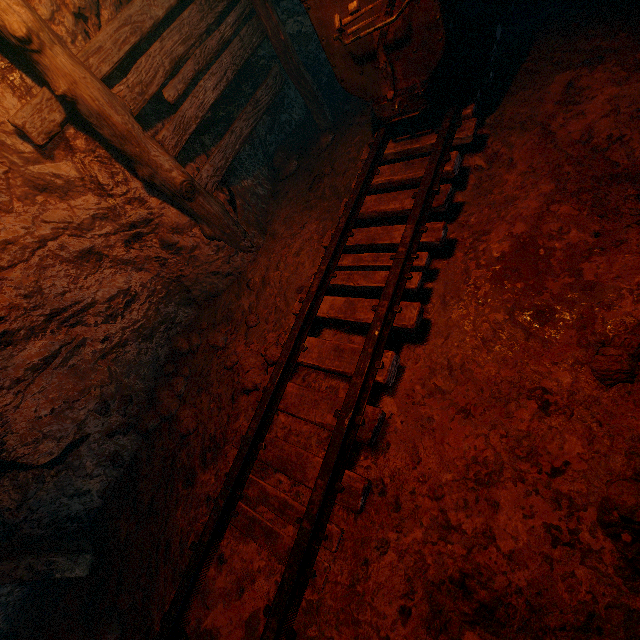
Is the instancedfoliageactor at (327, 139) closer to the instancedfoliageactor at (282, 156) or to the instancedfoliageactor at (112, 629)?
the instancedfoliageactor at (282, 156)

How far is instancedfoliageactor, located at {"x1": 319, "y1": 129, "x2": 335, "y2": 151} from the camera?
4.5m

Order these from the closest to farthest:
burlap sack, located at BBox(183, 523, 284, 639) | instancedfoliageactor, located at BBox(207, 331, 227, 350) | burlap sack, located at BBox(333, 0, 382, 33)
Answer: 1. burlap sack, located at BBox(183, 523, 284, 639)
2. burlap sack, located at BBox(333, 0, 382, 33)
3. instancedfoliageactor, located at BBox(207, 331, 227, 350)

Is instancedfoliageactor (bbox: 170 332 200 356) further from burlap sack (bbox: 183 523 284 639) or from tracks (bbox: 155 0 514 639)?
tracks (bbox: 155 0 514 639)

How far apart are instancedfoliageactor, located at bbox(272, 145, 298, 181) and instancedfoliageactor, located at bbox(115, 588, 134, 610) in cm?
502

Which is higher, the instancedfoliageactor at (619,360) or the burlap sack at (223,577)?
the instancedfoliageactor at (619,360)

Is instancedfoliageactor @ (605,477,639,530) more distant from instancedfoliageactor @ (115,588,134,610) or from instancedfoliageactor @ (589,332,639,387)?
instancedfoliageactor @ (115,588,134,610)

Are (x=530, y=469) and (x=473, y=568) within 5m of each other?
yes
